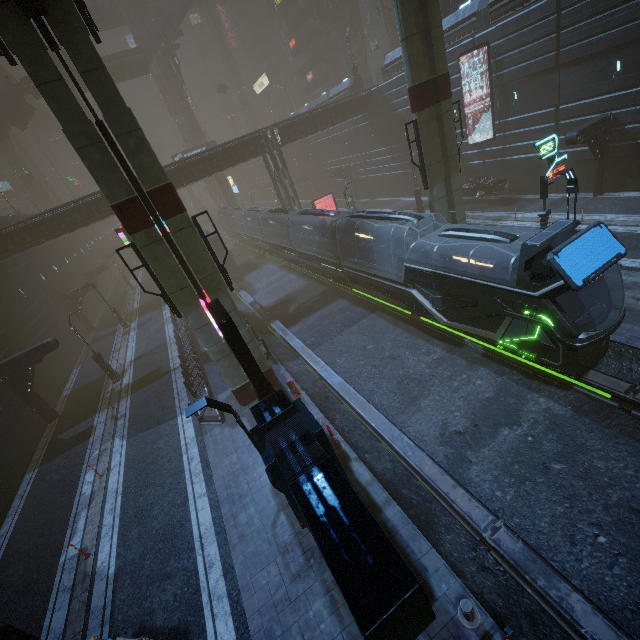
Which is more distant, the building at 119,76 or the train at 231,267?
the building at 119,76

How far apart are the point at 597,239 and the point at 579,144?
17.87m

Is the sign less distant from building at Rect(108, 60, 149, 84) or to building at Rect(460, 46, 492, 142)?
building at Rect(460, 46, 492, 142)

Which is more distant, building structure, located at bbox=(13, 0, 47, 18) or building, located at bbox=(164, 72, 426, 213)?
building, located at bbox=(164, 72, 426, 213)

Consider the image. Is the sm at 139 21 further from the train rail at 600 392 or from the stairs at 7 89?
the stairs at 7 89

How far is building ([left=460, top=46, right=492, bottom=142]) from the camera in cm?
2455

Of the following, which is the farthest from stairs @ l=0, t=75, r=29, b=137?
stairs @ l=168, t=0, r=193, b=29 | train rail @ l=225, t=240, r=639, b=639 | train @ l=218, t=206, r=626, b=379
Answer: train @ l=218, t=206, r=626, b=379

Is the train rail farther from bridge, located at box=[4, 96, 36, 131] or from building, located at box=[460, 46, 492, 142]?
bridge, located at box=[4, 96, 36, 131]
